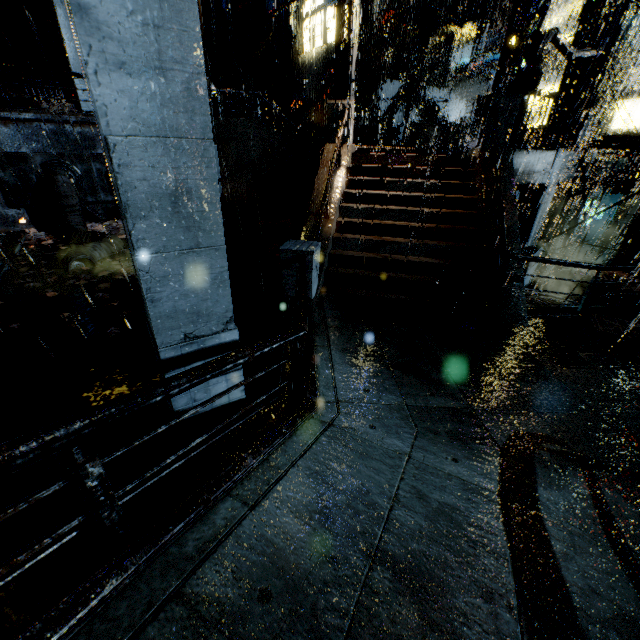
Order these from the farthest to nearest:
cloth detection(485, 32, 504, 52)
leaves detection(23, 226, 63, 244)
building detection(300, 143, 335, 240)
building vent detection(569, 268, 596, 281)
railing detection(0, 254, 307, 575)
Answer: cloth detection(485, 32, 504, 52)
building vent detection(569, 268, 596, 281)
leaves detection(23, 226, 63, 244)
building detection(300, 143, 335, 240)
railing detection(0, 254, 307, 575)

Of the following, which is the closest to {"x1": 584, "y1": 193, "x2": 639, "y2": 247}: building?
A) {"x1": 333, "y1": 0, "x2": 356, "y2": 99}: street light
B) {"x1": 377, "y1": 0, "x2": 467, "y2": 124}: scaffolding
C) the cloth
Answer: the cloth

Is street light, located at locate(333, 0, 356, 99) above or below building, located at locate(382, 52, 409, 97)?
below

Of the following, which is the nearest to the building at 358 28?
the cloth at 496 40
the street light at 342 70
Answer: the cloth at 496 40

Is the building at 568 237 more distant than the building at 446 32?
Yes

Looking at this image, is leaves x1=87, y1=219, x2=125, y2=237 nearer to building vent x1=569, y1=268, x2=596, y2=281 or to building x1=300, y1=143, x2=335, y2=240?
building x1=300, y1=143, x2=335, y2=240

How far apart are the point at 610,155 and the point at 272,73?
26.7 meters
